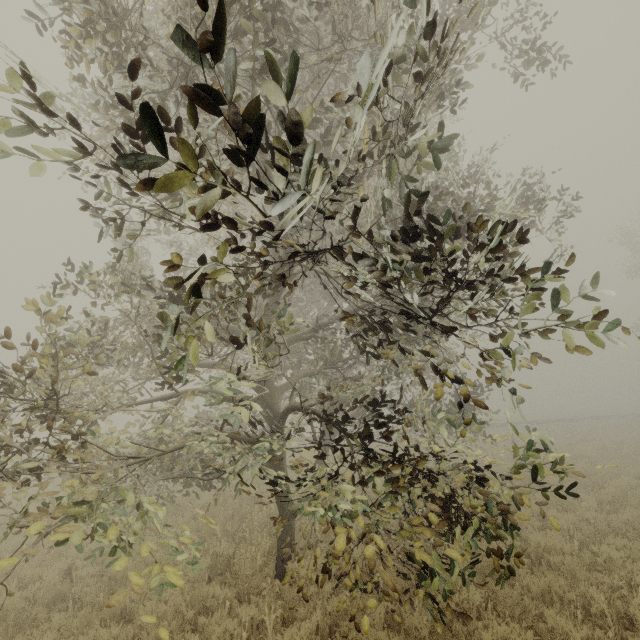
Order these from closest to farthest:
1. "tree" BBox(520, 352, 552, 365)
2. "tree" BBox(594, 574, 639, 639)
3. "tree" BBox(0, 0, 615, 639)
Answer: "tree" BBox(0, 0, 615, 639) < "tree" BBox(520, 352, 552, 365) < "tree" BBox(594, 574, 639, 639)

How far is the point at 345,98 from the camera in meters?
6.4 m

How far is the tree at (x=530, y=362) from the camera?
2.7 meters

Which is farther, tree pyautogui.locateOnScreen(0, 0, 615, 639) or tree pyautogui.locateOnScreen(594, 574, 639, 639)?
tree pyautogui.locateOnScreen(594, 574, 639, 639)

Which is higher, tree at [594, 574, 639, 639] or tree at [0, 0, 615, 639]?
tree at [0, 0, 615, 639]

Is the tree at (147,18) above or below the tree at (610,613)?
above

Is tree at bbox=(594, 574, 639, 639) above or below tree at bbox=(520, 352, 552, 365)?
below

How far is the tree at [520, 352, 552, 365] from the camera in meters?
2.7 m
